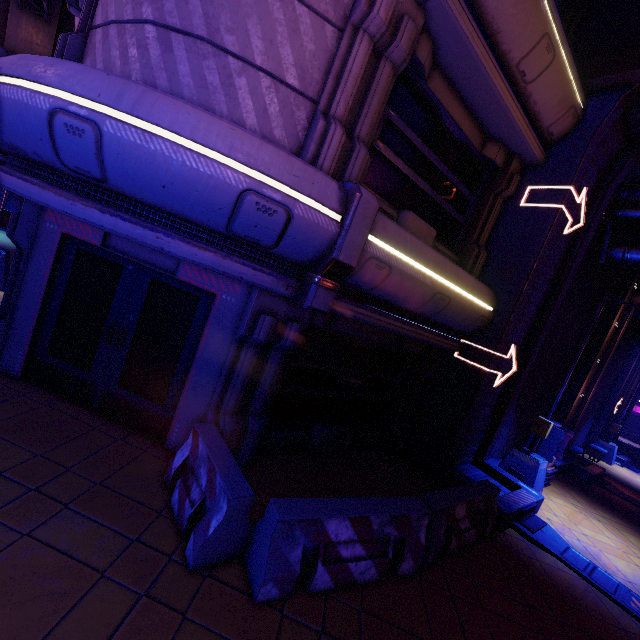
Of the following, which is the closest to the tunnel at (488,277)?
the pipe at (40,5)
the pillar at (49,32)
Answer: the pipe at (40,5)

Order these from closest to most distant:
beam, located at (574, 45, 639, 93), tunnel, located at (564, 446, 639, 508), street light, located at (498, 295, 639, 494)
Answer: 1. beam, located at (574, 45, 639, 93)
2. street light, located at (498, 295, 639, 494)
3. tunnel, located at (564, 446, 639, 508)

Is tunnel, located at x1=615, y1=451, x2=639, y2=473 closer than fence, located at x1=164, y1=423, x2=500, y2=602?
No

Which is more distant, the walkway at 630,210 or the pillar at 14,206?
the pillar at 14,206

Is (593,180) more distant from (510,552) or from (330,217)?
(510,552)

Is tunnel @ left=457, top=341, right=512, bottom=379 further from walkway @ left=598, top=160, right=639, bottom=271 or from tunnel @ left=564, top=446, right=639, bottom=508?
tunnel @ left=564, top=446, right=639, bottom=508

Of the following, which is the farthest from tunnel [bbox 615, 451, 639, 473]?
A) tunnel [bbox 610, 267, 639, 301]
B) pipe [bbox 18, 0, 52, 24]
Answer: pipe [bbox 18, 0, 52, 24]

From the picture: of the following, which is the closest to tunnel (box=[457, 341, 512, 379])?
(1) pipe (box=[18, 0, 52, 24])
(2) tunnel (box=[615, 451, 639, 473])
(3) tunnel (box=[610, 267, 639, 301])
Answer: (3) tunnel (box=[610, 267, 639, 301])
